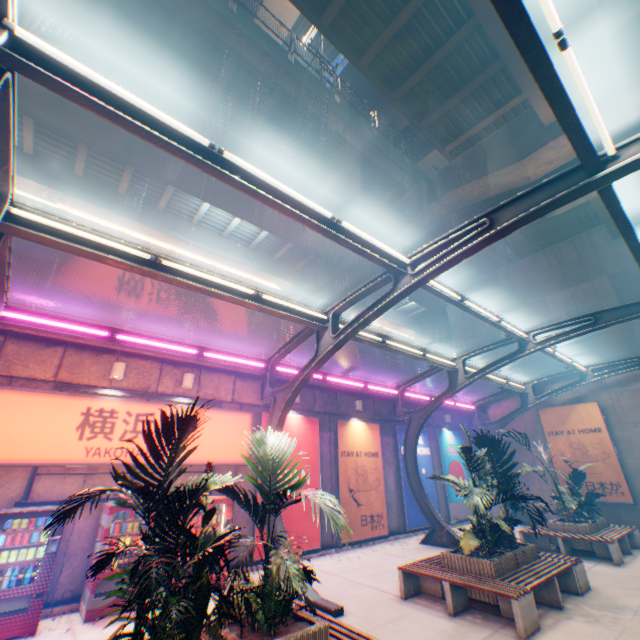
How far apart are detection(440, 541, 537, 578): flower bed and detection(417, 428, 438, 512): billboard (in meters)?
6.49

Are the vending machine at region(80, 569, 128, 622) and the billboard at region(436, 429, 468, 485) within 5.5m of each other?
no

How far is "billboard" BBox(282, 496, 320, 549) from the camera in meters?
10.6 m

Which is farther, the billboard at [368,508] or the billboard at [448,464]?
the billboard at [448,464]

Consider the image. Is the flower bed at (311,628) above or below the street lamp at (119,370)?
below

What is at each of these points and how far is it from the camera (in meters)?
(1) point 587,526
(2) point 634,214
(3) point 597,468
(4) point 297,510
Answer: (1) flower bed, 10.81
(2) overpass support, 15.76
(3) billboard, 15.02
(4) billboard, 10.98

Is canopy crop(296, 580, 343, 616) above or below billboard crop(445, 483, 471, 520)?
below

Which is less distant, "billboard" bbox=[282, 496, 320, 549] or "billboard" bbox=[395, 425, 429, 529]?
"billboard" bbox=[282, 496, 320, 549]
